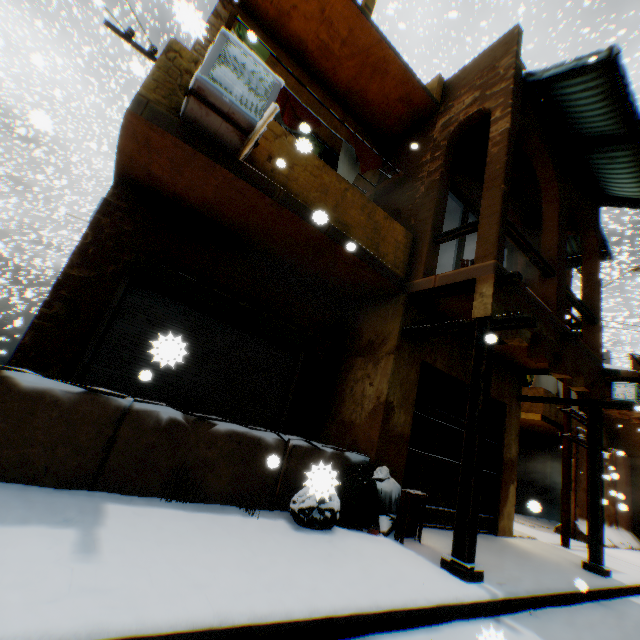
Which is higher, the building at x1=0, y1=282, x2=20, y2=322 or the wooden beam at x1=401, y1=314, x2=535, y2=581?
the building at x1=0, y1=282, x2=20, y2=322

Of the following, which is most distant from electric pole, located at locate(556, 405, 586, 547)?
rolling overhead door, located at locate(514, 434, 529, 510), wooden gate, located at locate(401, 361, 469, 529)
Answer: wooden gate, located at locate(401, 361, 469, 529)

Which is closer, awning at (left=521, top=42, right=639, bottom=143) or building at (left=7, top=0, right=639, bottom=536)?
building at (left=7, top=0, right=639, bottom=536)

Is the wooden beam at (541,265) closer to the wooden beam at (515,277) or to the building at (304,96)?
the building at (304,96)

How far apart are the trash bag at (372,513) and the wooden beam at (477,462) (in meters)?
0.82

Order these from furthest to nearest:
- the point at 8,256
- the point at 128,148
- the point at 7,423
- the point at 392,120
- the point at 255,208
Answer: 1. the point at 8,256
2. the point at 392,120
3. the point at 255,208
4. the point at 128,148
5. the point at 7,423

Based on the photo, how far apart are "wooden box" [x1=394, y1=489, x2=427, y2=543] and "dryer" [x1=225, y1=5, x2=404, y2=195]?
5.7 meters

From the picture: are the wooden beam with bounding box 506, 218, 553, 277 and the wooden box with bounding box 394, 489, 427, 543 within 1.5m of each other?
no
